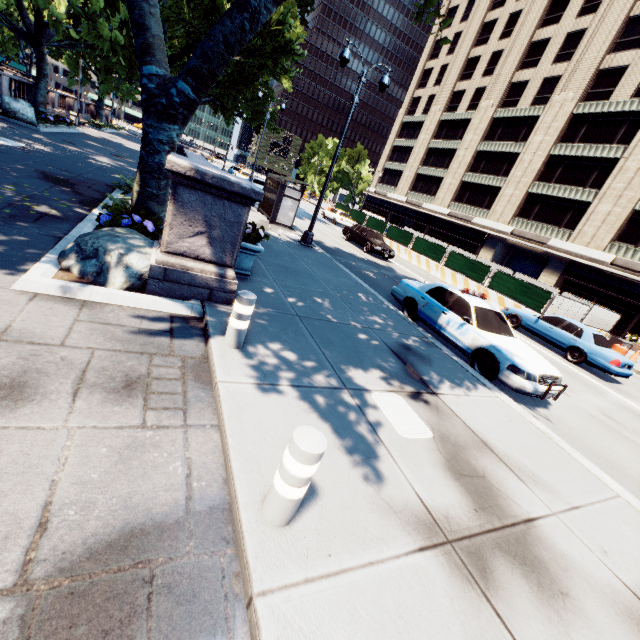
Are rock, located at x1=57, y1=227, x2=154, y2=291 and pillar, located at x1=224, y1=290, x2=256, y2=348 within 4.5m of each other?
yes

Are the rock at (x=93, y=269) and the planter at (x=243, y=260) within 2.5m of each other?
yes

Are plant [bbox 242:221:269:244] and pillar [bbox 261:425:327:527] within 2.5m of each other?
no

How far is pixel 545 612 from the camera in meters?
2.7 m

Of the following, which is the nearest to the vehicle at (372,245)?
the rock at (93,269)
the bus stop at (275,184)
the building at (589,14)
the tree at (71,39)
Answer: the bus stop at (275,184)

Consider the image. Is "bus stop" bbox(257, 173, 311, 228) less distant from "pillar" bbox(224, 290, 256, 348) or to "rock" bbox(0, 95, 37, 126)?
"pillar" bbox(224, 290, 256, 348)

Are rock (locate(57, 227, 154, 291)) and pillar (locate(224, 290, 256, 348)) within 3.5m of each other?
yes

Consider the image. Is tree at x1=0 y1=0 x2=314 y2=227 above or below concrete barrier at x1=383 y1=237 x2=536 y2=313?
above
